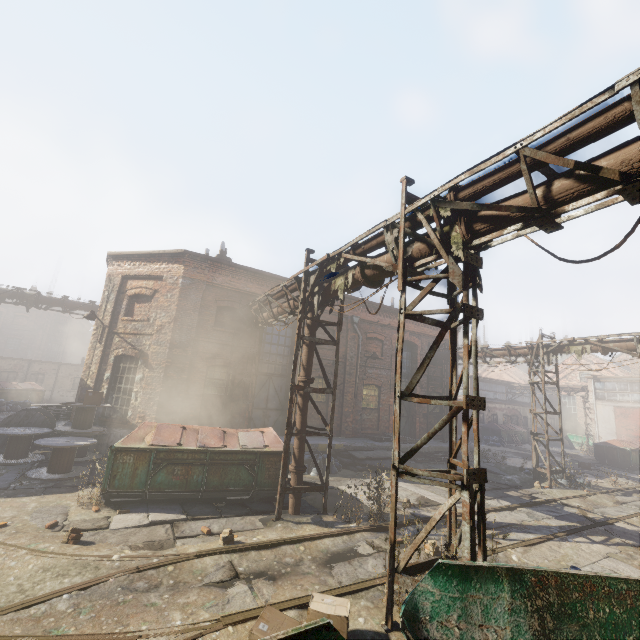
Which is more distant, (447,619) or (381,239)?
(381,239)

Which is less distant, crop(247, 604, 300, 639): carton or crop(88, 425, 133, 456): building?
crop(247, 604, 300, 639): carton

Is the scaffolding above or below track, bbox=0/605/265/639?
above

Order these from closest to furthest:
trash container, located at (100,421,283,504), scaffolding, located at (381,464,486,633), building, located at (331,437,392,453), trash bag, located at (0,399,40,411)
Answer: scaffolding, located at (381,464,486,633)
trash container, located at (100,421,283,504)
building, located at (331,437,392,453)
trash bag, located at (0,399,40,411)

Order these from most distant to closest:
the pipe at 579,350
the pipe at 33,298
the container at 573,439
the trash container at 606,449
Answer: the container at 573,439 < the trash container at 606,449 < the pipe at 33,298 < the pipe at 579,350

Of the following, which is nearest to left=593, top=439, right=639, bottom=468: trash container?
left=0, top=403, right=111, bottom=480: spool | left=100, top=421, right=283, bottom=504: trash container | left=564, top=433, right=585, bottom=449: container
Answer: left=564, top=433, right=585, bottom=449: container

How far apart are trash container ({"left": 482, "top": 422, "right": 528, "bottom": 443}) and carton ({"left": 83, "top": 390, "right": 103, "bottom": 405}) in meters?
31.7

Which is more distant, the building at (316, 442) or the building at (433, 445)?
the building at (433, 445)
